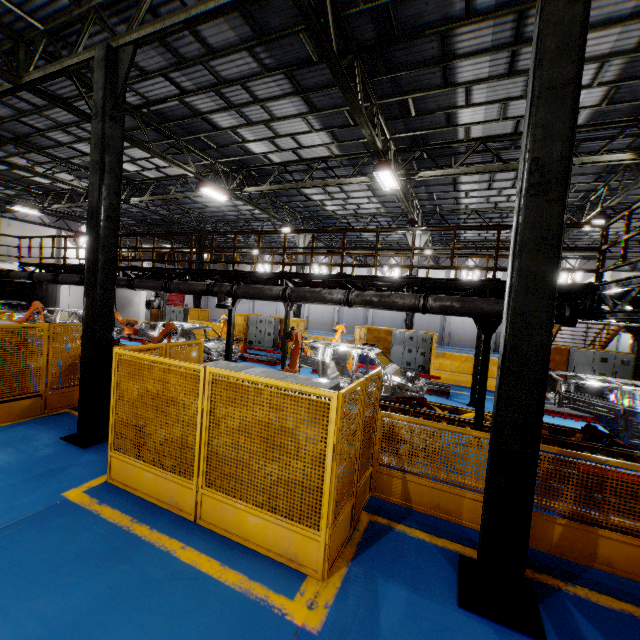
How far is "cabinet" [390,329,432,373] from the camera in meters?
16.9 m

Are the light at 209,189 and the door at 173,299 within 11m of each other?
no

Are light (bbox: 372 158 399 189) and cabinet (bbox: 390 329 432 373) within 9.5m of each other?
yes

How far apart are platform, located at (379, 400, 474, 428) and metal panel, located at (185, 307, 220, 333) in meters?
4.6

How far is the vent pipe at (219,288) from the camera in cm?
1054

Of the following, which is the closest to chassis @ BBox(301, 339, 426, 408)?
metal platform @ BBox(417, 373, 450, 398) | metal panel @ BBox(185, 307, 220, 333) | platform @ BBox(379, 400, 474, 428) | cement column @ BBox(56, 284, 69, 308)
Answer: platform @ BBox(379, 400, 474, 428)

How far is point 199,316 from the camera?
22.9 meters

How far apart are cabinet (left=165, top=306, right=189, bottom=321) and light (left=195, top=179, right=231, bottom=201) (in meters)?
11.62
